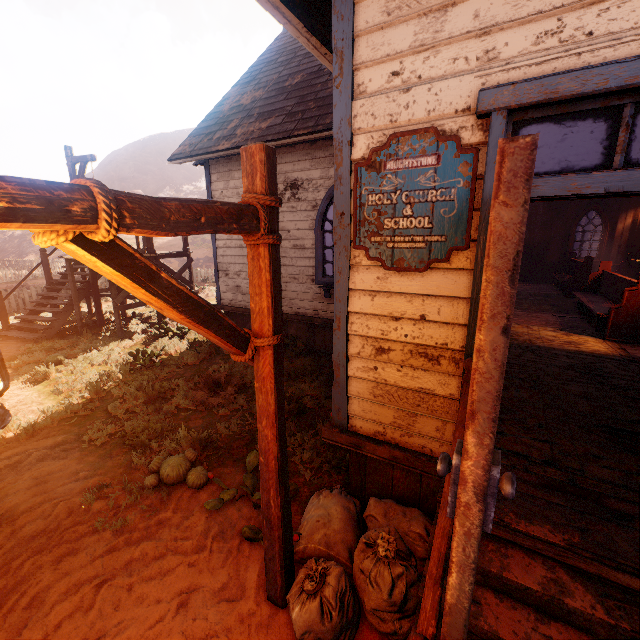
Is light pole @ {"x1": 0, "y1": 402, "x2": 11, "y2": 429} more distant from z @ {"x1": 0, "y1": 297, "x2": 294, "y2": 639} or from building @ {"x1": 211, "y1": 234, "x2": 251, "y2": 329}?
building @ {"x1": 211, "y1": 234, "x2": 251, "y2": 329}

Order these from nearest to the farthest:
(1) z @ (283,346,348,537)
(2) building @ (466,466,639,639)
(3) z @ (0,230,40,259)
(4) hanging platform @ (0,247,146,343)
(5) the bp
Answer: (5) the bp → (2) building @ (466,466,639,639) → (1) z @ (283,346,348,537) → (4) hanging platform @ (0,247,146,343) → (3) z @ (0,230,40,259)

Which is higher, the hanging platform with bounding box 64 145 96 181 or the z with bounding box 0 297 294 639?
the hanging platform with bounding box 64 145 96 181

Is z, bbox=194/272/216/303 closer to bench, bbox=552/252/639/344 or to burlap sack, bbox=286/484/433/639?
burlap sack, bbox=286/484/433/639

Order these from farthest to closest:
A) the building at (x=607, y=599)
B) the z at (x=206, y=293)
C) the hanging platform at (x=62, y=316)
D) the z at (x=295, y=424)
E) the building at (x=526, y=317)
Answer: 1. the z at (x=206, y=293)
2. the hanging platform at (x=62, y=316)
3. the building at (x=526, y=317)
4. the z at (x=295, y=424)
5. the building at (x=607, y=599)

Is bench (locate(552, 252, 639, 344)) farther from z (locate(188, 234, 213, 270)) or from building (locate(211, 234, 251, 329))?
z (locate(188, 234, 213, 270))

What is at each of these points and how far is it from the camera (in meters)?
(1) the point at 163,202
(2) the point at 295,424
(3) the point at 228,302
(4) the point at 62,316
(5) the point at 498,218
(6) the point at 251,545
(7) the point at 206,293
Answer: (1) light pole, 1.33
(2) z, 5.13
(3) building, 9.38
(4) hanging platform, 9.78
(5) bp, 0.86
(6) z, 3.10
(7) z, 15.15

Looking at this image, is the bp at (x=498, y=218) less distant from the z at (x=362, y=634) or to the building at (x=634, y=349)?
the building at (x=634, y=349)
